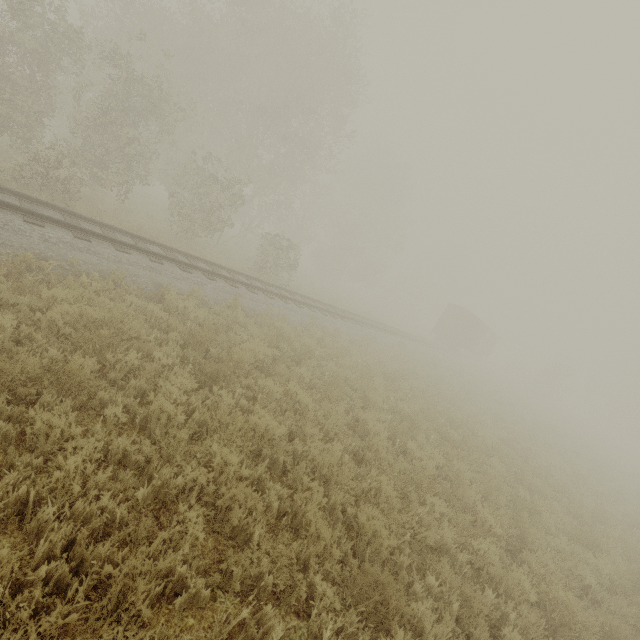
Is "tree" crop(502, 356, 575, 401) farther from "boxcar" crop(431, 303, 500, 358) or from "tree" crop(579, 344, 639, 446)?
"tree" crop(579, 344, 639, 446)

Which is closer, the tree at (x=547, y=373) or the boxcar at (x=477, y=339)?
the boxcar at (x=477, y=339)

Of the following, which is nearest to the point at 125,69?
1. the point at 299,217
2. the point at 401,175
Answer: the point at 299,217

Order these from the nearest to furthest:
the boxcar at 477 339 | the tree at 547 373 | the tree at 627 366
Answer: the boxcar at 477 339 < the tree at 547 373 < the tree at 627 366

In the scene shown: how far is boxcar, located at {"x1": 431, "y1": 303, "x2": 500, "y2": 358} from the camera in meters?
34.1

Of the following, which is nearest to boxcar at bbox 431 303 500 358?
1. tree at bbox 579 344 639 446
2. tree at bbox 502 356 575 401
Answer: tree at bbox 502 356 575 401

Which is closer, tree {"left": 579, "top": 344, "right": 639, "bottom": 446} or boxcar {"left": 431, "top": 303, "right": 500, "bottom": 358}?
boxcar {"left": 431, "top": 303, "right": 500, "bottom": 358}
